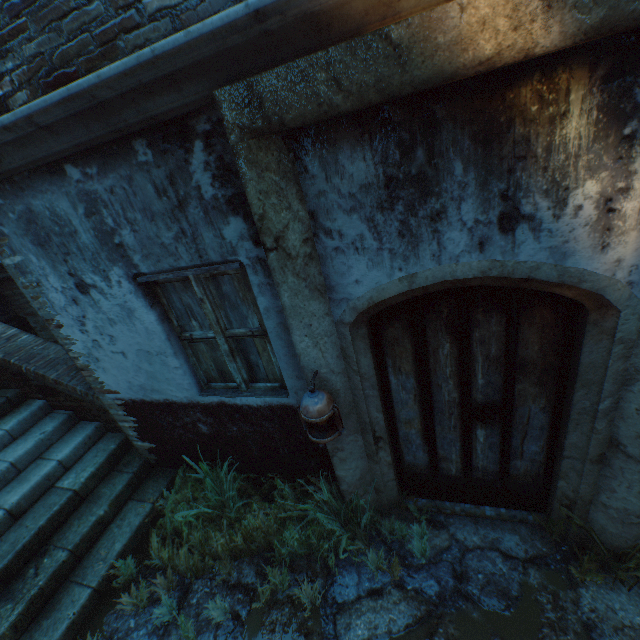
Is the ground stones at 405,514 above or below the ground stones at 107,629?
below

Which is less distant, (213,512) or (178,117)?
(178,117)

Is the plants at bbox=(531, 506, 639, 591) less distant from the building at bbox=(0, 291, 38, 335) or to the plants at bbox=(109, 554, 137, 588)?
the plants at bbox=(109, 554, 137, 588)

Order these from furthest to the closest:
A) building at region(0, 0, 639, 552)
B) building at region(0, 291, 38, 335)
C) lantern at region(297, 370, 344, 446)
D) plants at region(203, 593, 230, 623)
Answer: building at region(0, 291, 38, 335) → plants at region(203, 593, 230, 623) → lantern at region(297, 370, 344, 446) → building at region(0, 0, 639, 552)

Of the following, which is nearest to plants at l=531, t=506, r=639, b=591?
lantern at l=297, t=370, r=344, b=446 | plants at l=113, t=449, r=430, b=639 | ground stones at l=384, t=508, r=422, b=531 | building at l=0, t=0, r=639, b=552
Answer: ground stones at l=384, t=508, r=422, b=531

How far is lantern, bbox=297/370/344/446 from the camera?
2.2 meters

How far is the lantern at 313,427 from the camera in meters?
2.2 m

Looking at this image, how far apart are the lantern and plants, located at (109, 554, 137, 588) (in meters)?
0.98
